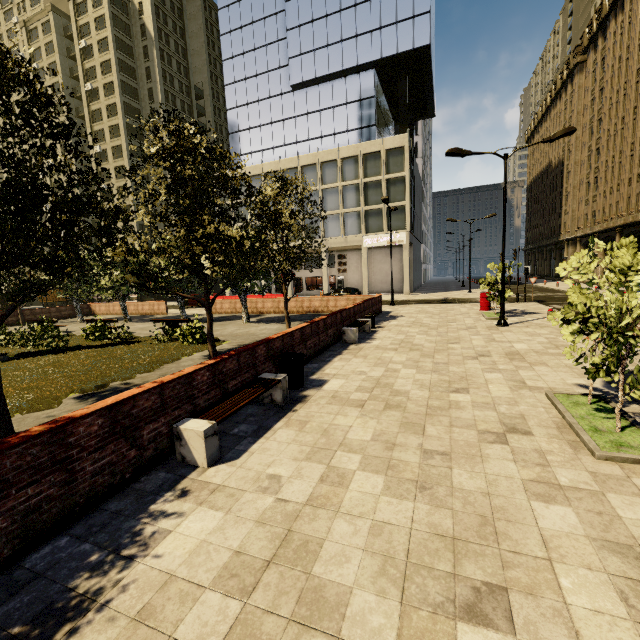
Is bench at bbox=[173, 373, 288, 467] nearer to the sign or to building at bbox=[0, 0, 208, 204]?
the sign

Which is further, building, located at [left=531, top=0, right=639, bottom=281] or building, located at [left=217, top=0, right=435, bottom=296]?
building, located at [left=217, top=0, right=435, bottom=296]

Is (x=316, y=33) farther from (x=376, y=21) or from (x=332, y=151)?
(x=332, y=151)

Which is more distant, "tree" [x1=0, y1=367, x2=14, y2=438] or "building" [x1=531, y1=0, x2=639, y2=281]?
"building" [x1=531, y1=0, x2=639, y2=281]

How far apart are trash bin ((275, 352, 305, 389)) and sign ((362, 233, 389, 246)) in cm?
3018

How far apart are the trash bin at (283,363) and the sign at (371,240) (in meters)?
30.18

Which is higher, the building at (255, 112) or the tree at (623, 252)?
the building at (255, 112)

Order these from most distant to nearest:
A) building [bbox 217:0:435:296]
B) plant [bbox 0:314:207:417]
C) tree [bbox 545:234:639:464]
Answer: building [bbox 217:0:435:296], plant [bbox 0:314:207:417], tree [bbox 545:234:639:464]
